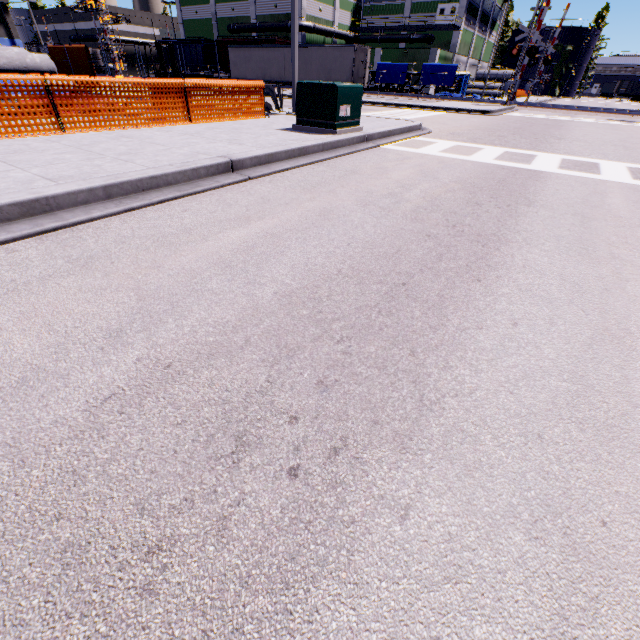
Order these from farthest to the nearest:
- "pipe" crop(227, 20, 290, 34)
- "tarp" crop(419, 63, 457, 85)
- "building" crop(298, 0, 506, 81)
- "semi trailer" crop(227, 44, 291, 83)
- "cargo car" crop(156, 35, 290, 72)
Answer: "building" crop(298, 0, 506, 81) < "pipe" crop(227, 20, 290, 34) < "cargo car" crop(156, 35, 290, 72) < "tarp" crop(419, 63, 457, 85) < "semi trailer" crop(227, 44, 291, 83)

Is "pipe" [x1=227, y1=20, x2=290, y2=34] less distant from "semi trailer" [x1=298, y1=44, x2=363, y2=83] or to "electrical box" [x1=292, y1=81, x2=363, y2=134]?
"semi trailer" [x1=298, y1=44, x2=363, y2=83]

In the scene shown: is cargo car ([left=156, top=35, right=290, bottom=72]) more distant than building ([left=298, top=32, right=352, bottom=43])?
No

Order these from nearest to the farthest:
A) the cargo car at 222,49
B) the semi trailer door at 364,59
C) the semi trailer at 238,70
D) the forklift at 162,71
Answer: the forklift at 162,71
the semi trailer door at 364,59
the semi trailer at 238,70
the cargo car at 222,49

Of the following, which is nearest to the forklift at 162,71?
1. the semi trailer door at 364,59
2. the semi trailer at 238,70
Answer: the semi trailer at 238,70

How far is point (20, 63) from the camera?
14.1m

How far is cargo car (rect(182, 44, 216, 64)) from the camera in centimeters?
4659cm

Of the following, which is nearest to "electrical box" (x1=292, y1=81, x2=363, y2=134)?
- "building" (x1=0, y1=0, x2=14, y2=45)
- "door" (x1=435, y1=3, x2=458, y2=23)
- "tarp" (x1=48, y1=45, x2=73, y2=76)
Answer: "building" (x1=0, y1=0, x2=14, y2=45)
